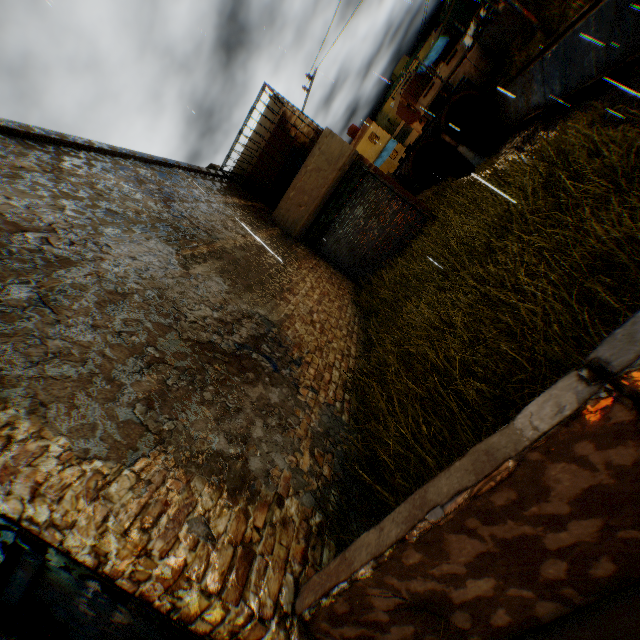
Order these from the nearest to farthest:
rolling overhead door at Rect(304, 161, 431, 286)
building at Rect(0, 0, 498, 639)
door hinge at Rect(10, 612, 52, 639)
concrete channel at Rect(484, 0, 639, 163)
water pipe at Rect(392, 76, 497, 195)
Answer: building at Rect(0, 0, 498, 639)
door hinge at Rect(10, 612, 52, 639)
rolling overhead door at Rect(304, 161, 431, 286)
concrete channel at Rect(484, 0, 639, 163)
water pipe at Rect(392, 76, 497, 195)

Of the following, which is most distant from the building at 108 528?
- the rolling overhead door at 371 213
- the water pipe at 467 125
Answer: the water pipe at 467 125

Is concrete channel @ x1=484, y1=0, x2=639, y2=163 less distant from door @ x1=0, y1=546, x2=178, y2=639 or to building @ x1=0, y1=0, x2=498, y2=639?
building @ x1=0, y1=0, x2=498, y2=639

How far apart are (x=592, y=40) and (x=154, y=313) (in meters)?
21.41

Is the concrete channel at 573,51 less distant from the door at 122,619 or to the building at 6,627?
the building at 6,627

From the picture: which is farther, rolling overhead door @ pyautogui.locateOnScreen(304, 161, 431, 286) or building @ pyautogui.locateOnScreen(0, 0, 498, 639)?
rolling overhead door @ pyautogui.locateOnScreen(304, 161, 431, 286)

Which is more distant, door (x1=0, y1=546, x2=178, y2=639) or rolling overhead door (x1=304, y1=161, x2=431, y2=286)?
rolling overhead door (x1=304, y1=161, x2=431, y2=286)

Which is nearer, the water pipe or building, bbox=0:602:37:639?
building, bbox=0:602:37:639
